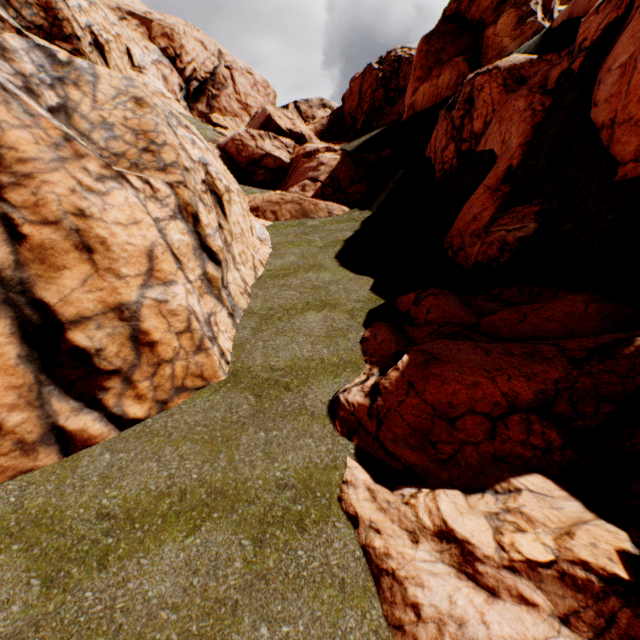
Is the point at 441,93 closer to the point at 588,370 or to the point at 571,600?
the point at 588,370

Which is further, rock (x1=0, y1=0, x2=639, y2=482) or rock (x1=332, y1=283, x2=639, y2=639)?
rock (x1=0, y1=0, x2=639, y2=482)

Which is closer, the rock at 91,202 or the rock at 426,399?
the rock at 426,399
